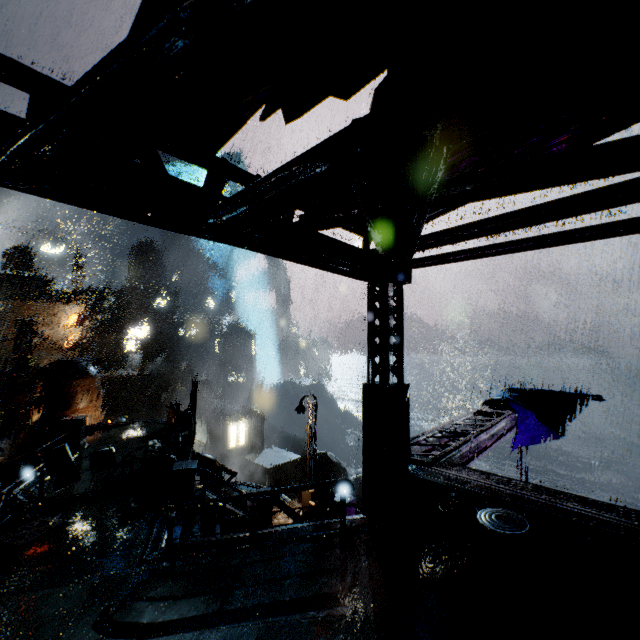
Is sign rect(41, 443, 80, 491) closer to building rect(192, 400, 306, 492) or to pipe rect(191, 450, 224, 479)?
building rect(192, 400, 306, 492)

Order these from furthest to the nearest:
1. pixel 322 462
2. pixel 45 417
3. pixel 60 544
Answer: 1. pixel 322 462
2. pixel 45 417
3. pixel 60 544

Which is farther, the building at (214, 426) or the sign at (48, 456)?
the building at (214, 426)

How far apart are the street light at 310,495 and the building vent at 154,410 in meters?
36.2 m

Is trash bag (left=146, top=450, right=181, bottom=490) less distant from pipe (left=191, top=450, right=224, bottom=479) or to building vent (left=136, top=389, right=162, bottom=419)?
pipe (left=191, top=450, right=224, bottom=479)

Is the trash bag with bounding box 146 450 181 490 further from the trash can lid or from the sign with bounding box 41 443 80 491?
the trash can lid

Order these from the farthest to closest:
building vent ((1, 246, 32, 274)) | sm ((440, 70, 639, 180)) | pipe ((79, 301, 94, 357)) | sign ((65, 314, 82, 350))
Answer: building vent ((1, 246, 32, 274)) < pipe ((79, 301, 94, 357)) < sign ((65, 314, 82, 350)) < sm ((440, 70, 639, 180))

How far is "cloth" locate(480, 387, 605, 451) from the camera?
14.30m
